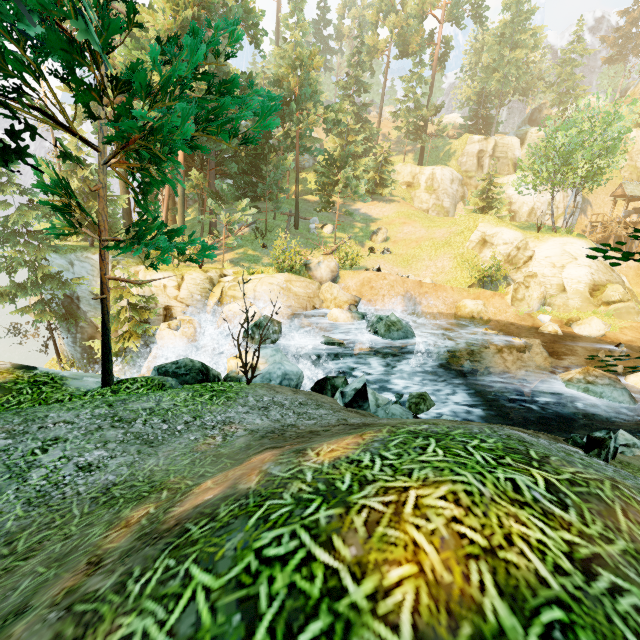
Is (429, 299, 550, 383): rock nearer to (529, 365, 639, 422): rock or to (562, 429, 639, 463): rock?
(529, 365, 639, 422): rock

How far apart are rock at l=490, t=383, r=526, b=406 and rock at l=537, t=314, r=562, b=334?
7.5m

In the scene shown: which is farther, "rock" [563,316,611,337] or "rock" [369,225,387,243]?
"rock" [369,225,387,243]

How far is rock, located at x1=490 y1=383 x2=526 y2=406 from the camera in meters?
11.6 m

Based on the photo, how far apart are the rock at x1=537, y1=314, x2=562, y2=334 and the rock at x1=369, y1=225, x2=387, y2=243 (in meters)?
15.51

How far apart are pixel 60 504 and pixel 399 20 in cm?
5629

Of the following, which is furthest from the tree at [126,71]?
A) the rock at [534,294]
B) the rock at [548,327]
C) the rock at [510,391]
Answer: the rock at [548,327]

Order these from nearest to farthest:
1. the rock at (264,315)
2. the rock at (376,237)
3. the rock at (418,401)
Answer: the rock at (418,401)
the rock at (264,315)
the rock at (376,237)
